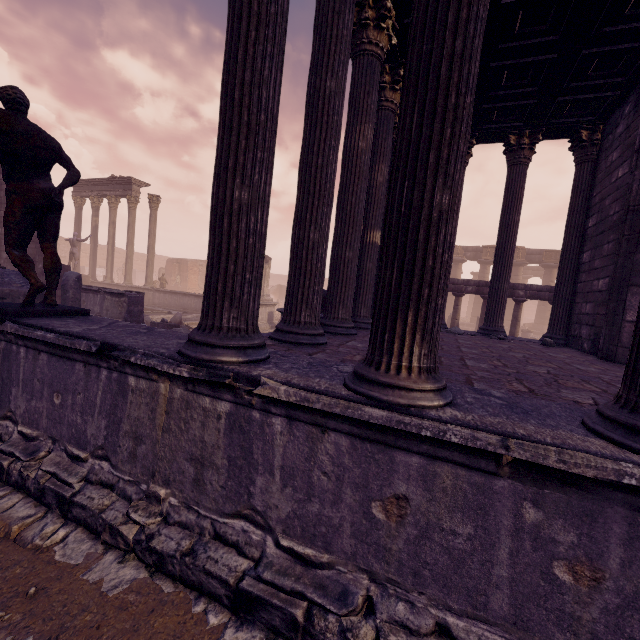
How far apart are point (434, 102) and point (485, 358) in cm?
331

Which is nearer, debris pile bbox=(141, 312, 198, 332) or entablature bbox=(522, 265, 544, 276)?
debris pile bbox=(141, 312, 198, 332)

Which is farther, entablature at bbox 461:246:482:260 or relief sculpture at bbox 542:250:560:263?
entablature at bbox 461:246:482:260

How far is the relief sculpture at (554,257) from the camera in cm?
2467

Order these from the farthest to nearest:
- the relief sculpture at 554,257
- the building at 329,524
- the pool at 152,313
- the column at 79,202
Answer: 1. the relief sculpture at 554,257
2. the column at 79,202
3. the pool at 152,313
4. the building at 329,524

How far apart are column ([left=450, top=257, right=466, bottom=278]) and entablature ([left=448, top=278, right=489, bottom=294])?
15.4 meters

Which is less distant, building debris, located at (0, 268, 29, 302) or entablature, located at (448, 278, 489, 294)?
building debris, located at (0, 268, 29, 302)

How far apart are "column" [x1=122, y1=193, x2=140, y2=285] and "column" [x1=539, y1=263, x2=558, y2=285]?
29.4 meters
